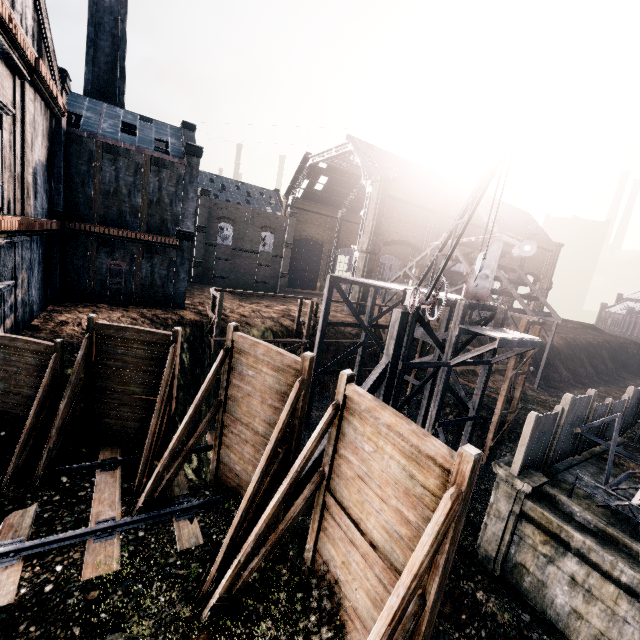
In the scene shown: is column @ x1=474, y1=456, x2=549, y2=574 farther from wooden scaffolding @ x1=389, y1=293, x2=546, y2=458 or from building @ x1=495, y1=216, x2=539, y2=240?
building @ x1=495, y1=216, x2=539, y2=240

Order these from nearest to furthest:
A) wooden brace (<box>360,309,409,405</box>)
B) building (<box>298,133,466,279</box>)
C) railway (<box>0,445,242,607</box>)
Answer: railway (<box>0,445,242,607</box>), wooden brace (<box>360,309,409,405</box>), building (<box>298,133,466,279</box>)

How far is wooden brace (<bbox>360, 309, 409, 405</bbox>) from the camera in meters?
16.8

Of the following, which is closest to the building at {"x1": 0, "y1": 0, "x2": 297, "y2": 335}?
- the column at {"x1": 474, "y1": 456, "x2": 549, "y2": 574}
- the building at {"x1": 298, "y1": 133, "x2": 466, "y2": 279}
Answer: the building at {"x1": 298, "y1": 133, "x2": 466, "y2": 279}

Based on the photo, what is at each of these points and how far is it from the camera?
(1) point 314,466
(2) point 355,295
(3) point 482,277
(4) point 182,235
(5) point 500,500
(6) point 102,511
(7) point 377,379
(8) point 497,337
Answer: (1) wooden brace, 16.12m
(2) building, 43.97m
(3) crane, 21.00m
(4) building, 27.33m
(5) column, 14.02m
(6) railway, 9.28m
(7) wooden brace, 16.88m
(8) wooden scaffolding, 17.06m

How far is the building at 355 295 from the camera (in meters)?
43.50

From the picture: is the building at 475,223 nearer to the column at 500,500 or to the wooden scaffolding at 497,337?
the wooden scaffolding at 497,337

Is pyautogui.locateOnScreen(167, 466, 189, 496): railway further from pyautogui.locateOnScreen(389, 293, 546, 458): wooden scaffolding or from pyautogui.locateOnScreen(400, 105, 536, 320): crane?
pyautogui.locateOnScreen(400, 105, 536, 320): crane
